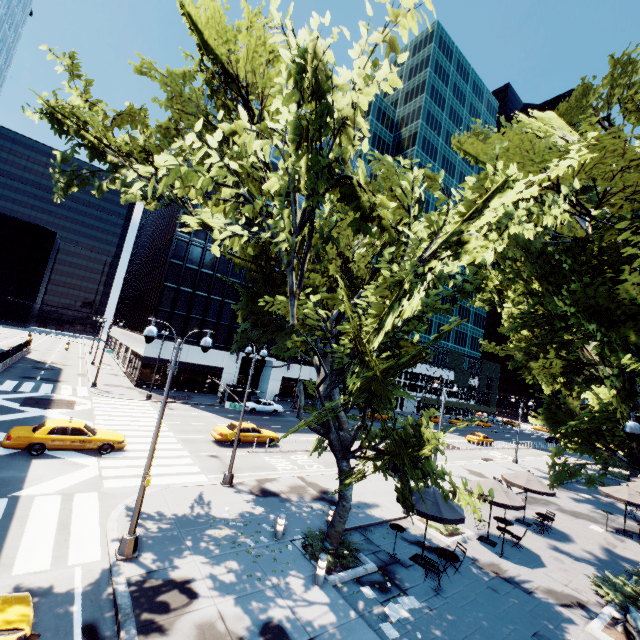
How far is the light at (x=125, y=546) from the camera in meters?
10.1

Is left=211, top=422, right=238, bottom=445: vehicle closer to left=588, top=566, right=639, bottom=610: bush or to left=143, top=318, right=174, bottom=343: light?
left=143, top=318, right=174, bottom=343: light

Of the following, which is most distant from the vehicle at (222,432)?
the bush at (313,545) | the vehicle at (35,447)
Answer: the bush at (313,545)

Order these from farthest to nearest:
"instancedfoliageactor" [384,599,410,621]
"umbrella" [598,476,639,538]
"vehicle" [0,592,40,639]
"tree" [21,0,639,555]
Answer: "umbrella" [598,476,639,538], "instancedfoliageactor" [384,599,410,621], "vehicle" [0,592,40,639], "tree" [21,0,639,555]

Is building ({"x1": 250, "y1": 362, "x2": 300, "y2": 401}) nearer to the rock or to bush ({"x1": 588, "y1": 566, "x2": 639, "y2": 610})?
bush ({"x1": 588, "y1": 566, "x2": 639, "y2": 610})

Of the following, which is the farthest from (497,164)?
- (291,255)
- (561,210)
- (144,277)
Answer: (144,277)

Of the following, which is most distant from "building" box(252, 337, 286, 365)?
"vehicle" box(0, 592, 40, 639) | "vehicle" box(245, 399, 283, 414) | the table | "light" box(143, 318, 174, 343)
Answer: the table

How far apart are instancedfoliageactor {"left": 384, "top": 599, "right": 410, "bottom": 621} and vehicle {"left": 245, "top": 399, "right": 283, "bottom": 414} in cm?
2797
